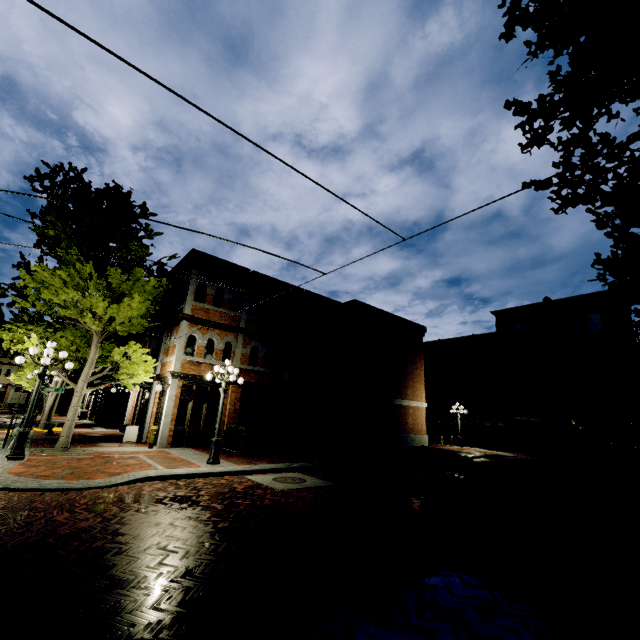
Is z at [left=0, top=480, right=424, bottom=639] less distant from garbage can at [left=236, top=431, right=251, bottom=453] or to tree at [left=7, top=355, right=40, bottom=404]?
tree at [left=7, top=355, right=40, bottom=404]

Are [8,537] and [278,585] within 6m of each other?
yes

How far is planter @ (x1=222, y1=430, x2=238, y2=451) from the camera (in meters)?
14.91

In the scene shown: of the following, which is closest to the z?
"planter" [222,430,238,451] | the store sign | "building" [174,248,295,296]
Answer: "building" [174,248,295,296]

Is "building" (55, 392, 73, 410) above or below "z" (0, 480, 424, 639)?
above

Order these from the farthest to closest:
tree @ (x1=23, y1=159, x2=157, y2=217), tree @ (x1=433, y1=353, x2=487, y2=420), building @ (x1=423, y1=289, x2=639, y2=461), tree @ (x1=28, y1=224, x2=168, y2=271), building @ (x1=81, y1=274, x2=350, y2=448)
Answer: tree @ (x1=433, y1=353, x2=487, y2=420), building @ (x1=423, y1=289, x2=639, y2=461), building @ (x1=81, y1=274, x2=350, y2=448), tree @ (x1=23, y1=159, x2=157, y2=217), tree @ (x1=28, y1=224, x2=168, y2=271)

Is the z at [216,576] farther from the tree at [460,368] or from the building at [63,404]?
the building at [63,404]

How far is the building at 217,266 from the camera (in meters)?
16.91
